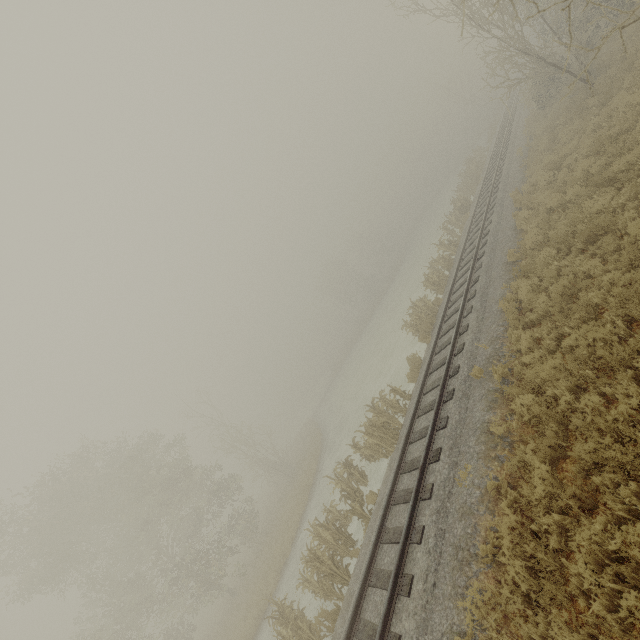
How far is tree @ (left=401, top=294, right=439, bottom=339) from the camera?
16.4m

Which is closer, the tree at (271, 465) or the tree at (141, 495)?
the tree at (141, 495)

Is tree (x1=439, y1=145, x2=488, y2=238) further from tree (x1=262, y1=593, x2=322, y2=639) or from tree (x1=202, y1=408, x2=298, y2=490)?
tree (x1=202, y1=408, x2=298, y2=490)

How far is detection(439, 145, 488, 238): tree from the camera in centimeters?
2523cm

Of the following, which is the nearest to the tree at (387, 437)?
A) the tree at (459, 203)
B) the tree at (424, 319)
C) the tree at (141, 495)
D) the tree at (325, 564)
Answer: the tree at (325, 564)

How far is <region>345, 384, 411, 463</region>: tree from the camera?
13.0 meters

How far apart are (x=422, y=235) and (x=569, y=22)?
52.2m

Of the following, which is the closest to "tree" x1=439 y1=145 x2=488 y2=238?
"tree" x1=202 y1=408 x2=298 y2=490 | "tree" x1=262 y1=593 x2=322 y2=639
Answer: "tree" x1=262 y1=593 x2=322 y2=639
